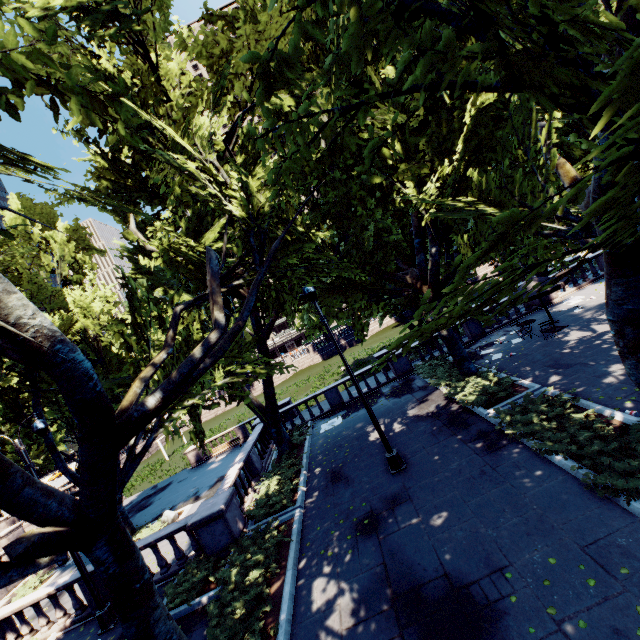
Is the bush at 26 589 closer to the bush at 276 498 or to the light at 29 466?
the light at 29 466

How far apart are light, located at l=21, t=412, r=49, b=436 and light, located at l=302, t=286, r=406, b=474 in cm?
967

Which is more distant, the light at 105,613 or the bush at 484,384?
the bush at 484,384

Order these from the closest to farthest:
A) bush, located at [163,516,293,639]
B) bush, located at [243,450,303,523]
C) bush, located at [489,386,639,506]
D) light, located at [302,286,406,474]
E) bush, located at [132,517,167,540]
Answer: bush, located at [489,386,639,506] → bush, located at [163,516,293,639] → light, located at [302,286,406,474] → bush, located at [243,450,303,523] → bush, located at [132,517,167,540]

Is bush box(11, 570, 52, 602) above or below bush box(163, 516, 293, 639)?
below

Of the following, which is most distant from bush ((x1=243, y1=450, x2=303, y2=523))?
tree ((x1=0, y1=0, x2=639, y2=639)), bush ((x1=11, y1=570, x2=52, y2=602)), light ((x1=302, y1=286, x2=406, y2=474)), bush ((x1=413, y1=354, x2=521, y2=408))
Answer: bush ((x1=11, y1=570, x2=52, y2=602))

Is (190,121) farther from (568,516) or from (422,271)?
(568,516)

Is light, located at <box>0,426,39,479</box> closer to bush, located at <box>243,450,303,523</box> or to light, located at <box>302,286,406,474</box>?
bush, located at <box>243,450,303,523</box>
